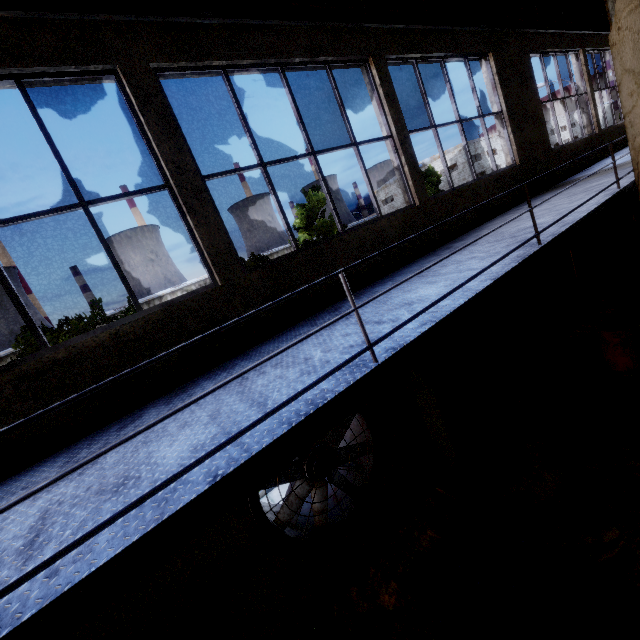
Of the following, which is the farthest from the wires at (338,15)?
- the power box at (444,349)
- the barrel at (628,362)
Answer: the barrel at (628,362)

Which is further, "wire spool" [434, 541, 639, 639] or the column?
the column

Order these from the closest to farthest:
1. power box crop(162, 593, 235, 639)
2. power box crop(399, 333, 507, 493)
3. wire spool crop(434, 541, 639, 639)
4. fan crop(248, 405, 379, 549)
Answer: wire spool crop(434, 541, 639, 639) < power box crop(162, 593, 235, 639) < fan crop(248, 405, 379, 549) < power box crop(399, 333, 507, 493)

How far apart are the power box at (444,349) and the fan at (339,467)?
0.8m

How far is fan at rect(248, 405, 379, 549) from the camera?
4.3m

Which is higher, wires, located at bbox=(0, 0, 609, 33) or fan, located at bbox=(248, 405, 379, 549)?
wires, located at bbox=(0, 0, 609, 33)

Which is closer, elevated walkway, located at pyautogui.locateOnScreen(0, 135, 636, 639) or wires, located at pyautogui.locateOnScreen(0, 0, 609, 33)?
elevated walkway, located at pyautogui.locateOnScreen(0, 135, 636, 639)

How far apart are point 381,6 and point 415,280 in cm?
514
